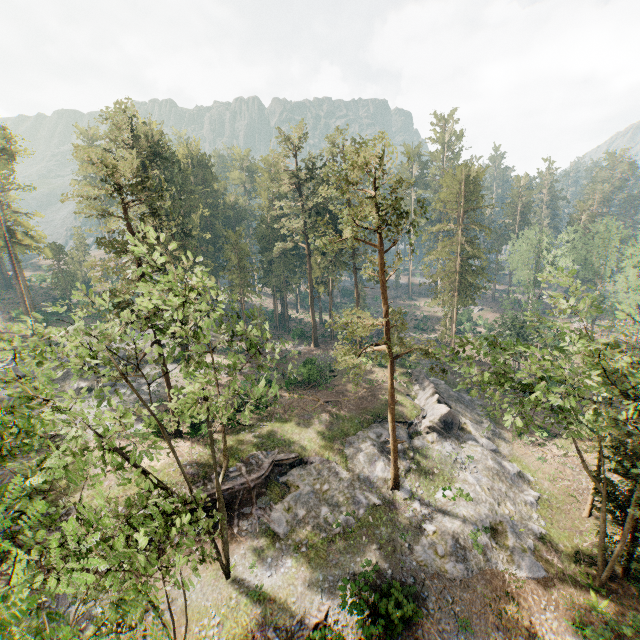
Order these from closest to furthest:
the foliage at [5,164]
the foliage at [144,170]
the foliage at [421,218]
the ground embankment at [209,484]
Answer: the foliage at [144,170] → the foliage at [421,218] → the ground embankment at [209,484] → the foliage at [5,164]

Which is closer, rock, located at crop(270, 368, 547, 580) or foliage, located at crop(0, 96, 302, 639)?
foliage, located at crop(0, 96, 302, 639)

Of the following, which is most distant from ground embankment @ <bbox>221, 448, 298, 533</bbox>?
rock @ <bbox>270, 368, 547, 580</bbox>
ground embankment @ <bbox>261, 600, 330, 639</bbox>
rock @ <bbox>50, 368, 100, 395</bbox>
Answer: rock @ <bbox>50, 368, 100, 395</bbox>

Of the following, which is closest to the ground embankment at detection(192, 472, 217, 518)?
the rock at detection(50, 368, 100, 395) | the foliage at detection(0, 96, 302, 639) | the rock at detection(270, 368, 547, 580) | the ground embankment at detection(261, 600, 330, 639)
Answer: the rock at detection(270, 368, 547, 580)

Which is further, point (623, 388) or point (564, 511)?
point (564, 511)

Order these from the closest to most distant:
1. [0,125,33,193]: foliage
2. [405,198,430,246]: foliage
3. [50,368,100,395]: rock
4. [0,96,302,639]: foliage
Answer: [0,96,302,639]: foliage, [405,198,430,246]: foliage, [50,368,100,395]: rock, [0,125,33,193]: foliage

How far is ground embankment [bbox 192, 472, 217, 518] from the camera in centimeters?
2302cm

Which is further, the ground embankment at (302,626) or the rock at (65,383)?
the rock at (65,383)
